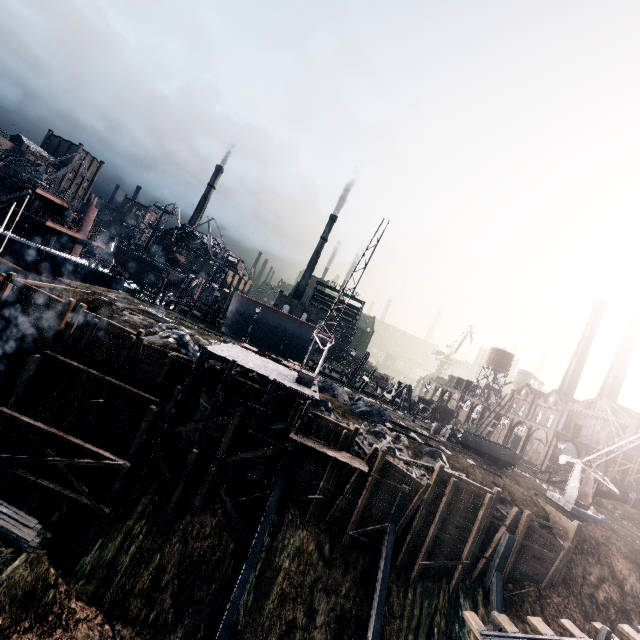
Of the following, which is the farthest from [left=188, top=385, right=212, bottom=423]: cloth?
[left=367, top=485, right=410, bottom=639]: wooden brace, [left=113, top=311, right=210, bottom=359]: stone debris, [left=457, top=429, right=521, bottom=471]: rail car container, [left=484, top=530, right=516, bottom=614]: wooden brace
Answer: [left=457, top=429, right=521, bottom=471]: rail car container

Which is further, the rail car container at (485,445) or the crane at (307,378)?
the rail car container at (485,445)

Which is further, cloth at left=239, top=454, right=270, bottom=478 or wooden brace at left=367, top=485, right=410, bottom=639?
cloth at left=239, top=454, right=270, bottom=478

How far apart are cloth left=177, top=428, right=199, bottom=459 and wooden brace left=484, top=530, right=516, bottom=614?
23.1 meters

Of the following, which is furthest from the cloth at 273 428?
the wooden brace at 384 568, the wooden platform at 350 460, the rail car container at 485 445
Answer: the rail car container at 485 445

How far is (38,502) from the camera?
20.2m

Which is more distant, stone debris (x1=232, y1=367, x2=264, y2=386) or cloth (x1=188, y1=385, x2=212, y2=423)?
stone debris (x1=232, y1=367, x2=264, y2=386)

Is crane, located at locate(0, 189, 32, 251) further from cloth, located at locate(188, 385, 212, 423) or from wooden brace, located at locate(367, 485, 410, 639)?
wooden brace, located at locate(367, 485, 410, 639)
